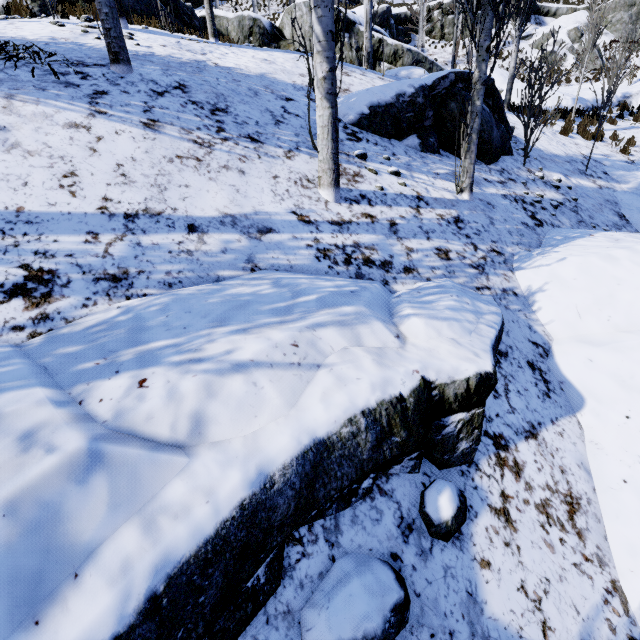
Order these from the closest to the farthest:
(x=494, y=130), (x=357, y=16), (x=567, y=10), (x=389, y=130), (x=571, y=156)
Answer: (x=389, y=130), (x=494, y=130), (x=571, y=156), (x=357, y=16), (x=567, y=10)

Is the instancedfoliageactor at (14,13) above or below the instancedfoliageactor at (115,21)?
above

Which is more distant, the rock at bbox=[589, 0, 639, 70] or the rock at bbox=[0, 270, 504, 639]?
the rock at bbox=[589, 0, 639, 70]

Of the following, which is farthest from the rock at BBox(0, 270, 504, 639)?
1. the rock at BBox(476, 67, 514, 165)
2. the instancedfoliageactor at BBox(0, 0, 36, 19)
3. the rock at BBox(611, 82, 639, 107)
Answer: the rock at BBox(611, 82, 639, 107)

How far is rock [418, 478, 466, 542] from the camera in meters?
1.8

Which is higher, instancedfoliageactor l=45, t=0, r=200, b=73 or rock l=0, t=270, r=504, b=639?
instancedfoliageactor l=45, t=0, r=200, b=73

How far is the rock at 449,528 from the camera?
1.85m
